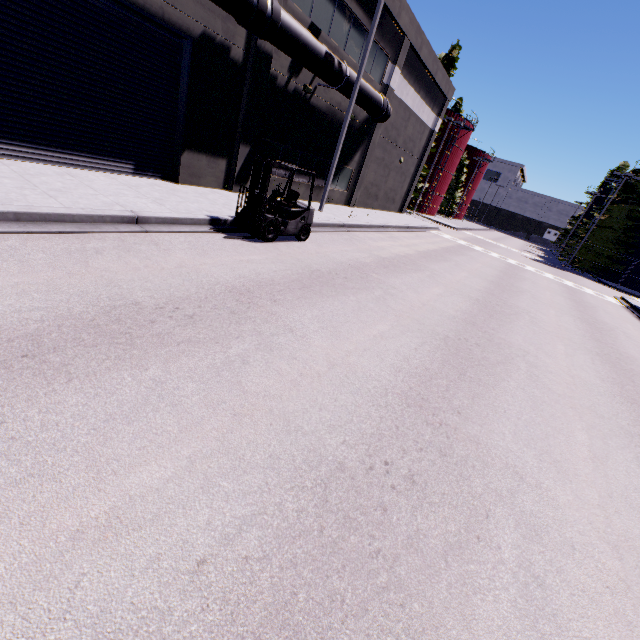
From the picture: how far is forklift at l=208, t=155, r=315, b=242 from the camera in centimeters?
895cm

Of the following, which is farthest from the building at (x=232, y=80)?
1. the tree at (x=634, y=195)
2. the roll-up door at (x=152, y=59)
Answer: the tree at (x=634, y=195)

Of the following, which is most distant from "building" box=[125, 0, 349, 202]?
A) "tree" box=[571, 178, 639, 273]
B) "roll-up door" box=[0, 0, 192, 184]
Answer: "tree" box=[571, 178, 639, 273]

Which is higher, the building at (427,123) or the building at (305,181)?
the building at (427,123)

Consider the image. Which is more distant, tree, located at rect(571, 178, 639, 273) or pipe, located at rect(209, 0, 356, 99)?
tree, located at rect(571, 178, 639, 273)

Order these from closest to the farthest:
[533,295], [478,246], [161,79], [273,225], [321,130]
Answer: [273,225] → [161,79] → [533,295] → [321,130] → [478,246]

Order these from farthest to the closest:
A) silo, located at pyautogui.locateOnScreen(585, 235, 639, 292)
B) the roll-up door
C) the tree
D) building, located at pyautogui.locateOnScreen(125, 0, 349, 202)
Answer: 1. silo, located at pyautogui.locateOnScreen(585, 235, 639, 292)
2. the tree
3. building, located at pyautogui.locateOnScreen(125, 0, 349, 202)
4. the roll-up door

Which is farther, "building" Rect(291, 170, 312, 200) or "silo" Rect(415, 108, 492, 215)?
"silo" Rect(415, 108, 492, 215)
